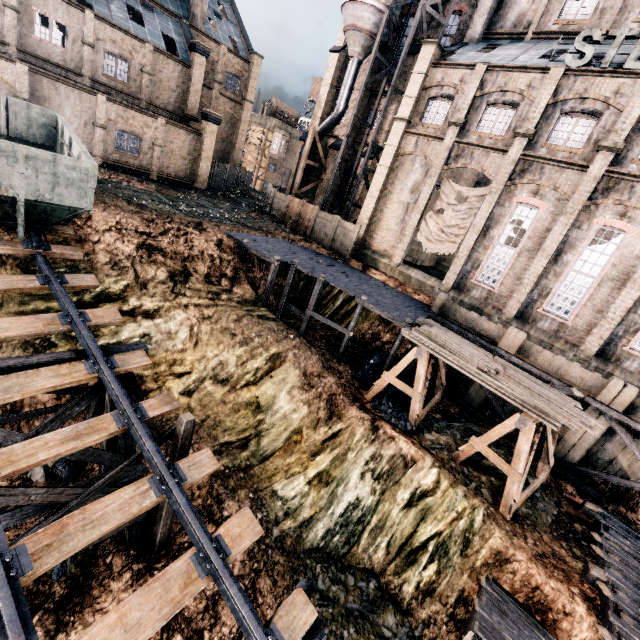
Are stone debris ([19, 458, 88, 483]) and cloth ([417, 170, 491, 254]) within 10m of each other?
no

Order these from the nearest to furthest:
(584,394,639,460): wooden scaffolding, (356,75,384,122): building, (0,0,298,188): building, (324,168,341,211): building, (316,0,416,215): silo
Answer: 1. (584,394,639,460): wooden scaffolding
2. (0,0,298,188): building
3. (316,0,416,215): silo
4. (356,75,384,122): building
5. (324,168,341,211): building

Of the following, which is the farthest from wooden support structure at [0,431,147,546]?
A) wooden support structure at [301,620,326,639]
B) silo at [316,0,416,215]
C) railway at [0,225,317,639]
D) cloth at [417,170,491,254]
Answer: silo at [316,0,416,215]

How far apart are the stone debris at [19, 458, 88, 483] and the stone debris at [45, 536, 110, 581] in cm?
131

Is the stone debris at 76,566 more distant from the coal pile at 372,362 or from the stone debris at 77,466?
the coal pile at 372,362

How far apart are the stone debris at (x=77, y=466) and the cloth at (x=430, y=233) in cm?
2318

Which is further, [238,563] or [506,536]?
[506,536]

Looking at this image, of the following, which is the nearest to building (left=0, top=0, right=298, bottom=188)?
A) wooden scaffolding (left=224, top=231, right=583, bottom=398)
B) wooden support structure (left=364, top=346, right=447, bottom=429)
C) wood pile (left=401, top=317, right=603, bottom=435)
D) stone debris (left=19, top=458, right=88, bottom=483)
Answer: wooden scaffolding (left=224, top=231, right=583, bottom=398)
